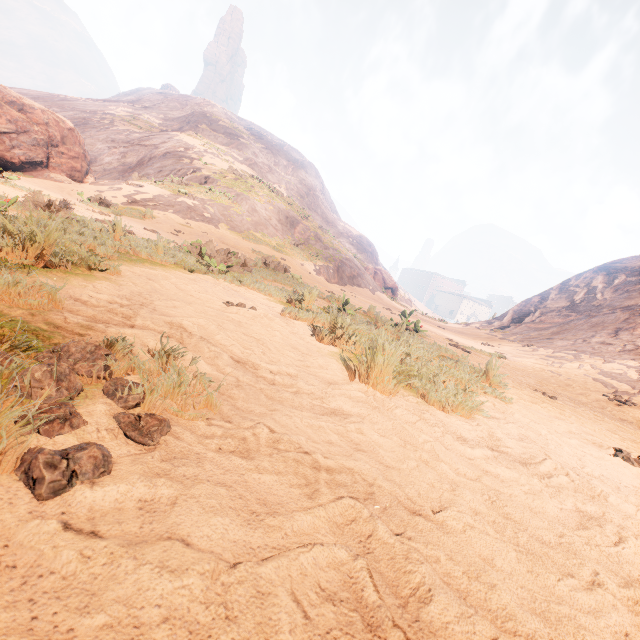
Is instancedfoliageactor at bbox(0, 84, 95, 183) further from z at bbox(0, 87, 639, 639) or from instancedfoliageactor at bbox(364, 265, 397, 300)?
instancedfoliageactor at bbox(364, 265, 397, 300)

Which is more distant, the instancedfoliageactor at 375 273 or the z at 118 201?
the instancedfoliageactor at 375 273

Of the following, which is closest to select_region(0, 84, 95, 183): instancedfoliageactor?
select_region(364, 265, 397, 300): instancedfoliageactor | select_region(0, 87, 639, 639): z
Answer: select_region(0, 87, 639, 639): z

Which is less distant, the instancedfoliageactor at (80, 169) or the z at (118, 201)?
the z at (118, 201)

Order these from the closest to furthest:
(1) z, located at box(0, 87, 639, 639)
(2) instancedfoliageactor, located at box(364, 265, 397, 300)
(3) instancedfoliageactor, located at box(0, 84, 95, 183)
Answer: (1) z, located at box(0, 87, 639, 639) → (3) instancedfoliageactor, located at box(0, 84, 95, 183) → (2) instancedfoliageactor, located at box(364, 265, 397, 300)

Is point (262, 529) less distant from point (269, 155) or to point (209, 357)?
point (209, 357)

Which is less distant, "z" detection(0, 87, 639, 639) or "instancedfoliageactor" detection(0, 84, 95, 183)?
"z" detection(0, 87, 639, 639)

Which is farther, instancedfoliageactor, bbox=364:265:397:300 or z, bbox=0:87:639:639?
instancedfoliageactor, bbox=364:265:397:300
